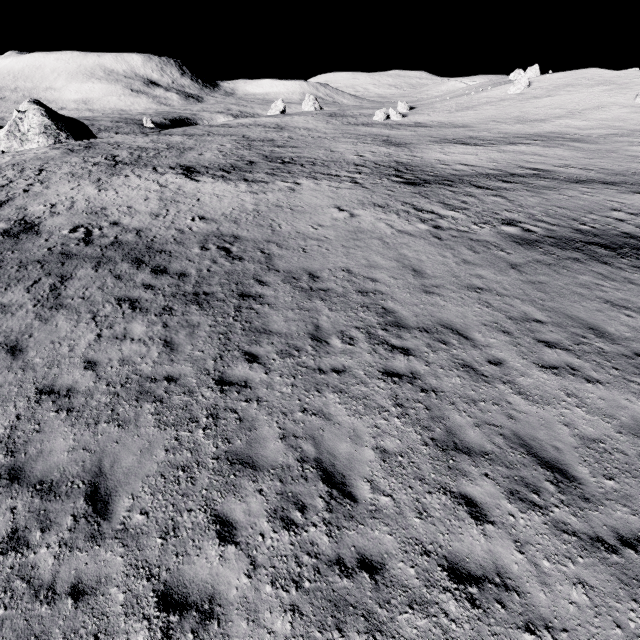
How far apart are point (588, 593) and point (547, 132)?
60.8m
